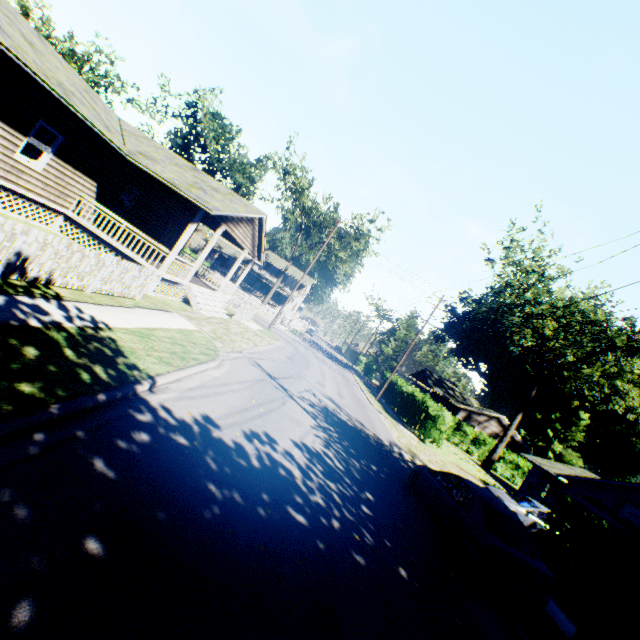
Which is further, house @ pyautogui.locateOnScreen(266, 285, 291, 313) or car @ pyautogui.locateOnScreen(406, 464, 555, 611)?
house @ pyautogui.locateOnScreen(266, 285, 291, 313)

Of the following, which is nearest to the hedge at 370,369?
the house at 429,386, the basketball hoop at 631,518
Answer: the house at 429,386

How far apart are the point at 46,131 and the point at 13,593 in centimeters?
1828cm

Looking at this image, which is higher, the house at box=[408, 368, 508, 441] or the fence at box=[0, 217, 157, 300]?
the house at box=[408, 368, 508, 441]

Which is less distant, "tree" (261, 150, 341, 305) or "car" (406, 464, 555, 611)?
"car" (406, 464, 555, 611)

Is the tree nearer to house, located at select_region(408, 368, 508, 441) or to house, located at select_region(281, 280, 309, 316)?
house, located at select_region(281, 280, 309, 316)

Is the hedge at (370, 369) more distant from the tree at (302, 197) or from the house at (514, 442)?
the tree at (302, 197)

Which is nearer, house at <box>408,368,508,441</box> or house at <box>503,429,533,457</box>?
house at <box>503,429,533,457</box>
